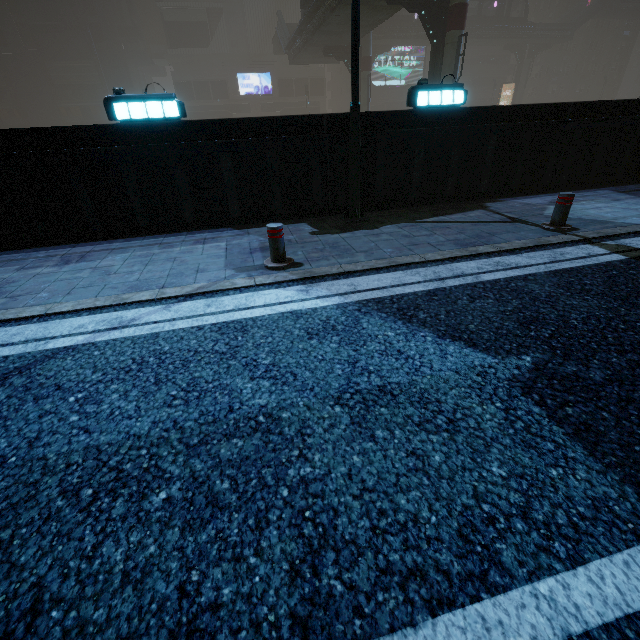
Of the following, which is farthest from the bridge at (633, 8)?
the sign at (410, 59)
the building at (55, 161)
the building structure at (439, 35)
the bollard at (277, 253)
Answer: the bollard at (277, 253)

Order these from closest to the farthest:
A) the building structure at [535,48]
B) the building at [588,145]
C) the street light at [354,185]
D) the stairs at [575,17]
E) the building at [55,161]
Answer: the street light at [354,185] < the building at [55,161] < the building at [588,145] < the stairs at [575,17] < the building structure at [535,48]

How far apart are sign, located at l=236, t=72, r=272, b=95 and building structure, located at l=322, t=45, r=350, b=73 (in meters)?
27.38

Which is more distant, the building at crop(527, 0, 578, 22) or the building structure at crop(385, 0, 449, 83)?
the building at crop(527, 0, 578, 22)

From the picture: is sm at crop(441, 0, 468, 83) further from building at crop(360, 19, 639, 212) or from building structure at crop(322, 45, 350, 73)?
building structure at crop(322, 45, 350, 73)

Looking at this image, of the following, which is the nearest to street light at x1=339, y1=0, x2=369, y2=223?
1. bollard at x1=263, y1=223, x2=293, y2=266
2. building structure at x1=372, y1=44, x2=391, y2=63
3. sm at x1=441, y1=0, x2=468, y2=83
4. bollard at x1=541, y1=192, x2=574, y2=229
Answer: bollard at x1=263, y1=223, x2=293, y2=266

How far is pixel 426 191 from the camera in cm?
759

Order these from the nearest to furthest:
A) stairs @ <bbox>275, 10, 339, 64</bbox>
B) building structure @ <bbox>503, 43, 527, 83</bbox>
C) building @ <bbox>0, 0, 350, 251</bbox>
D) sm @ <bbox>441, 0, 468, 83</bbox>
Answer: building @ <bbox>0, 0, 350, 251</bbox> < sm @ <bbox>441, 0, 468, 83</bbox> < stairs @ <bbox>275, 10, 339, 64</bbox> < building structure @ <bbox>503, 43, 527, 83</bbox>
